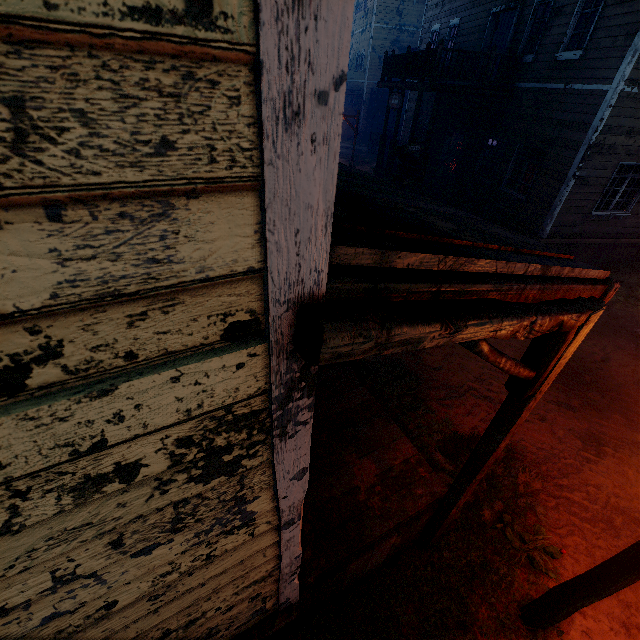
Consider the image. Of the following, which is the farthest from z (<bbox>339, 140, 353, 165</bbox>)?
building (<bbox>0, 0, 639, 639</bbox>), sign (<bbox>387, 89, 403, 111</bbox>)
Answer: sign (<bbox>387, 89, 403, 111</bbox>)

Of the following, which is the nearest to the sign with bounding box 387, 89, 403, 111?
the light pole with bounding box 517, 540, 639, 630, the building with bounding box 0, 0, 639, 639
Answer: the building with bounding box 0, 0, 639, 639

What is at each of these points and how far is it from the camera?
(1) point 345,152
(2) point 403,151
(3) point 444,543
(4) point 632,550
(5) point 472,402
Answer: (1) z, 27.20m
(2) sign, 10.37m
(3) z, 4.05m
(4) light pole, 2.43m
(5) z, 6.02m

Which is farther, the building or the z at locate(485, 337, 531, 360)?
the z at locate(485, 337, 531, 360)

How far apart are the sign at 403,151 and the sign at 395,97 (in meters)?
3.30

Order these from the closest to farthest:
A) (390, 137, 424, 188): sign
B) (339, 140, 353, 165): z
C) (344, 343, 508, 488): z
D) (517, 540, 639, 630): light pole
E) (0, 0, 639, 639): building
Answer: (0, 0, 639, 639): building < (517, 540, 639, 630): light pole < (344, 343, 508, 488): z < (390, 137, 424, 188): sign < (339, 140, 353, 165): z

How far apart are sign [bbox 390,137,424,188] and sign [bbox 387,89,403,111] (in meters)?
3.30

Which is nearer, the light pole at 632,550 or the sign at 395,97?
the light pole at 632,550
